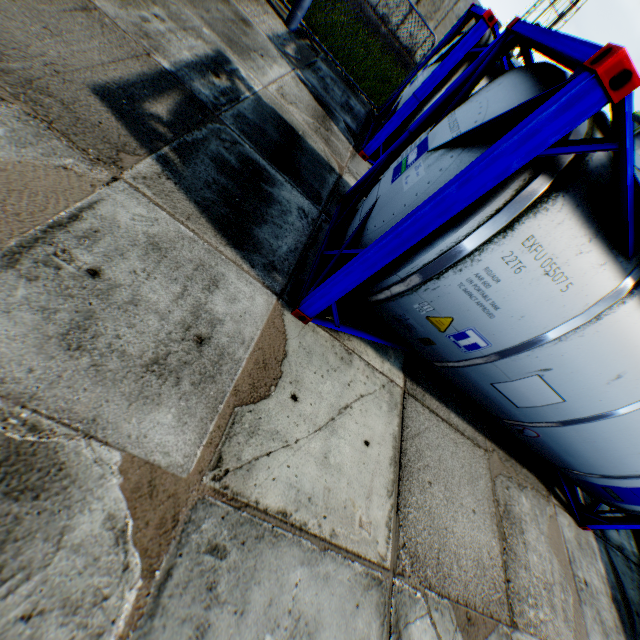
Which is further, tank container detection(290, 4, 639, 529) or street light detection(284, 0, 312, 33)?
street light detection(284, 0, 312, 33)

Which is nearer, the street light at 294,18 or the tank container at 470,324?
the tank container at 470,324

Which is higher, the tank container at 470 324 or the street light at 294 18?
the tank container at 470 324

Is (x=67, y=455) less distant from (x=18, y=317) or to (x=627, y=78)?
(x=18, y=317)

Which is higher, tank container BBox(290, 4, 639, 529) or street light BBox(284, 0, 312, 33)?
tank container BBox(290, 4, 639, 529)
